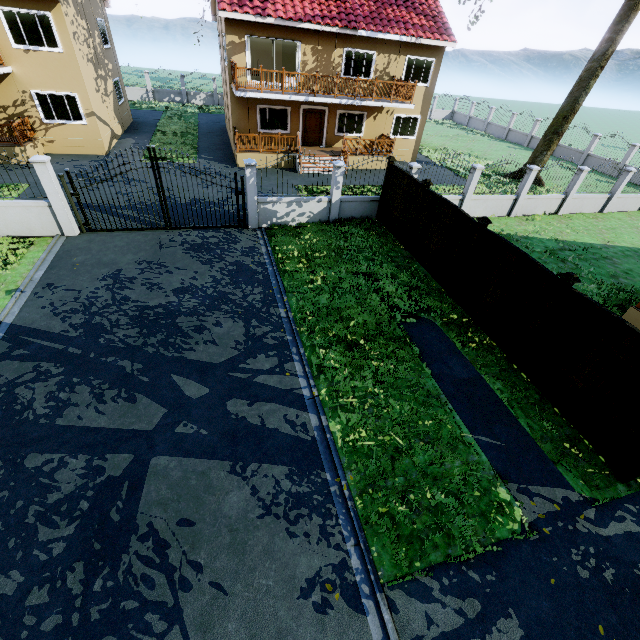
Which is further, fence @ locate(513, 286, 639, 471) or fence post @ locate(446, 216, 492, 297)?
fence post @ locate(446, 216, 492, 297)

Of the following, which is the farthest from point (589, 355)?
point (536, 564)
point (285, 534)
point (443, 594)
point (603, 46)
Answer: point (603, 46)

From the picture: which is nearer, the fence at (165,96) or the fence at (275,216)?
the fence at (275,216)

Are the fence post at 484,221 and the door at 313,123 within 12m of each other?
no

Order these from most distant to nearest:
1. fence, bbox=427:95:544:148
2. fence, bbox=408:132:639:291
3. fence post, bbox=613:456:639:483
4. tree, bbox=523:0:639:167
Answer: fence, bbox=427:95:544:148, tree, bbox=523:0:639:167, fence, bbox=408:132:639:291, fence post, bbox=613:456:639:483

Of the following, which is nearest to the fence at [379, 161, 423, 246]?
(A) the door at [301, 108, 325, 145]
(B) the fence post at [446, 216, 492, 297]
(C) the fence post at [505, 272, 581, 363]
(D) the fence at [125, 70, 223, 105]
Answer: (D) the fence at [125, 70, 223, 105]

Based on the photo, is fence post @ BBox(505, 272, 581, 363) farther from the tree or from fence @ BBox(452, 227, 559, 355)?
the tree

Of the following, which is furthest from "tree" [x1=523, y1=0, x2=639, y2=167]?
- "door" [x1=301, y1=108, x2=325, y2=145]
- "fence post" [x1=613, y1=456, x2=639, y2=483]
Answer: "door" [x1=301, y1=108, x2=325, y2=145]
